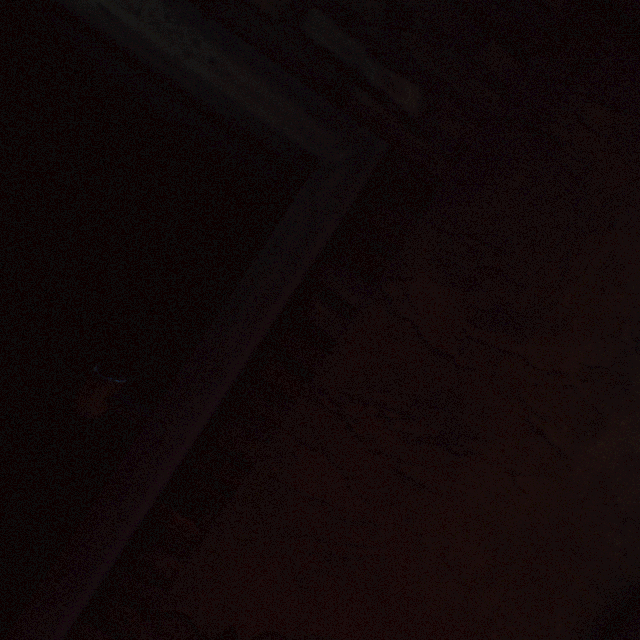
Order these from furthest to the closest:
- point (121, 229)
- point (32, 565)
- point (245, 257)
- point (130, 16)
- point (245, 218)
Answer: point (245, 218) → point (245, 257) → point (121, 229) → point (32, 565) → point (130, 16)
